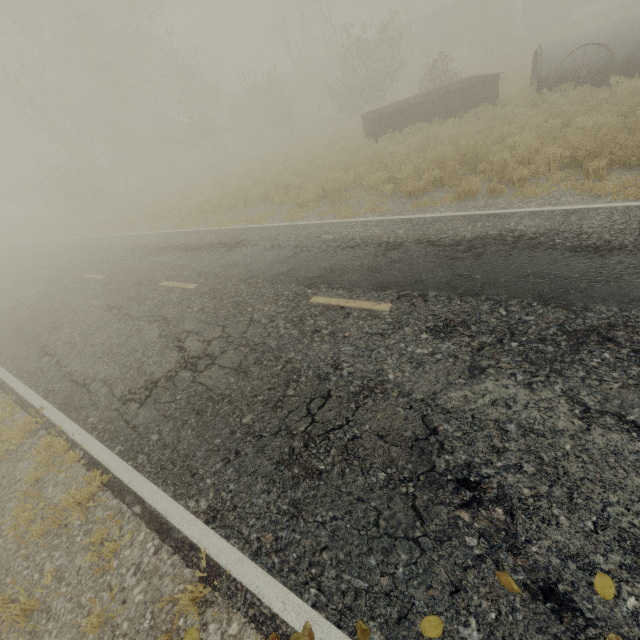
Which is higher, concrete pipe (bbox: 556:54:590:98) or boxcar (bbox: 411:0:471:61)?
boxcar (bbox: 411:0:471:61)

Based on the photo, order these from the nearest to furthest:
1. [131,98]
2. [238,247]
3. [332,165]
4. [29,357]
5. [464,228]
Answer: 1. [464,228]
2. [29,357]
3. [238,247]
4. [332,165]
5. [131,98]

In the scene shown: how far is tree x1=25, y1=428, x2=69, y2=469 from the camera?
4.67m

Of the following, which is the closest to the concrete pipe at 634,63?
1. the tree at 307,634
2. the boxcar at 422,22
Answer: the tree at 307,634

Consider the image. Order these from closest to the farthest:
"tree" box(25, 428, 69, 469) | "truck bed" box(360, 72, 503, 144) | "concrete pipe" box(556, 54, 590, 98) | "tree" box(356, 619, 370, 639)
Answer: "tree" box(356, 619, 370, 639) → "tree" box(25, 428, 69, 469) → "concrete pipe" box(556, 54, 590, 98) → "truck bed" box(360, 72, 503, 144)

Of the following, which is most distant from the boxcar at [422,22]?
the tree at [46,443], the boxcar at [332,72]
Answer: the tree at [46,443]

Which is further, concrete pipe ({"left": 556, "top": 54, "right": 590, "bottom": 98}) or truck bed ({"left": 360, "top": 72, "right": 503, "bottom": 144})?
truck bed ({"left": 360, "top": 72, "right": 503, "bottom": 144})

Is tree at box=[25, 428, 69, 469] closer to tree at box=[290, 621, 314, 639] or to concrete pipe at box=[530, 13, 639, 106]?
tree at box=[290, 621, 314, 639]
